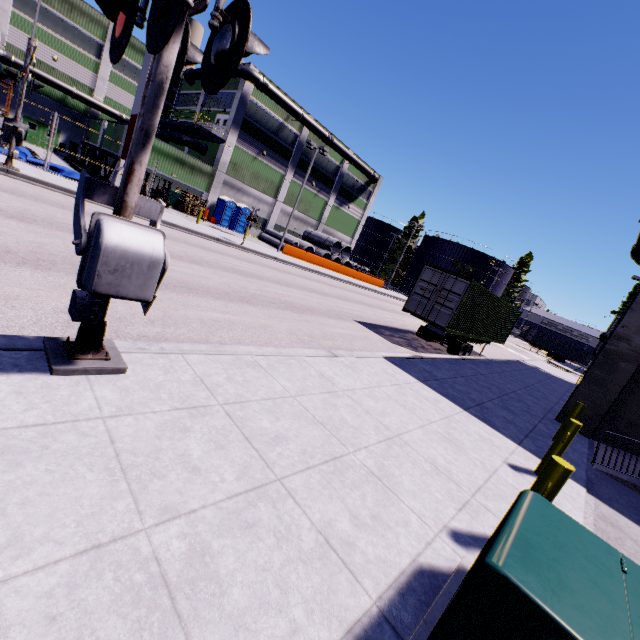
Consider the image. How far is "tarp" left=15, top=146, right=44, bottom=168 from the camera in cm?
1781

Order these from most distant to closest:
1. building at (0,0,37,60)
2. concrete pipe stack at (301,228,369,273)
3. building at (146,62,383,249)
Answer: concrete pipe stack at (301,228,369,273) < building at (146,62,383,249) < building at (0,0,37,60)

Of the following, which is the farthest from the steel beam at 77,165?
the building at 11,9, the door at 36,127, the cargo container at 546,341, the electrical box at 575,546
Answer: the cargo container at 546,341

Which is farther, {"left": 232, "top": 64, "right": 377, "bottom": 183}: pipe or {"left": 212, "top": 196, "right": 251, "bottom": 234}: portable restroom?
{"left": 212, "top": 196, "right": 251, "bottom": 234}: portable restroom

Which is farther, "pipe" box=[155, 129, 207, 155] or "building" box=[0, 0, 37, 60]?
"pipe" box=[155, 129, 207, 155]

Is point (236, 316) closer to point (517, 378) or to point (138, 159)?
point (138, 159)

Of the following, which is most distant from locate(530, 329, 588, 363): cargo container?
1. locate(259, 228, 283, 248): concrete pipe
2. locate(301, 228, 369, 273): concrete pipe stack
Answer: locate(259, 228, 283, 248): concrete pipe

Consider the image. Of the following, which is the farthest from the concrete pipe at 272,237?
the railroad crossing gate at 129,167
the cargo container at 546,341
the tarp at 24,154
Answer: the cargo container at 546,341
